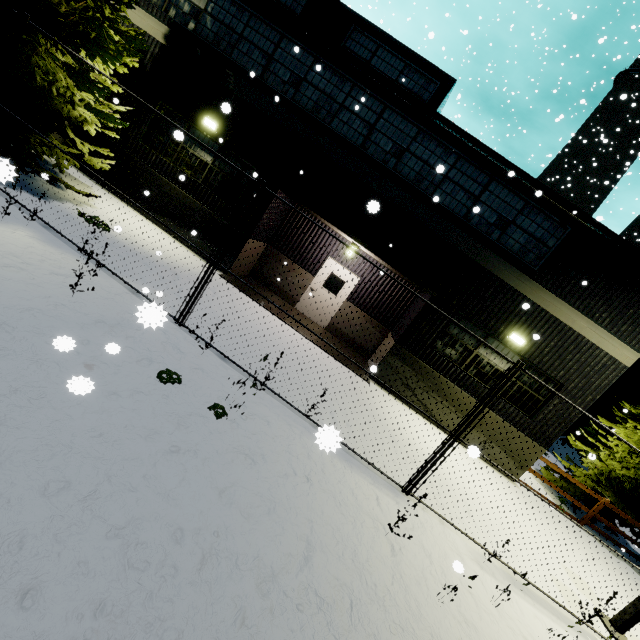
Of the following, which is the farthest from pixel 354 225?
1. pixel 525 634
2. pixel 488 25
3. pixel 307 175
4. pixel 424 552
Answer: pixel 488 25

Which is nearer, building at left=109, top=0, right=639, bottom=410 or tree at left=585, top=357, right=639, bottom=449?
building at left=109, top=0, right=639, bottom=410

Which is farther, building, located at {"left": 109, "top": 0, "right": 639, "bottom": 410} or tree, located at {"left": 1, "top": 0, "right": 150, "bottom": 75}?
building, located at {"left": 109, "top": 0, "right": 639, "bottom": 410}

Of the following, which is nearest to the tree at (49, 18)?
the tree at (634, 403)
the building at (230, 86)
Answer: the building at (230, 86)

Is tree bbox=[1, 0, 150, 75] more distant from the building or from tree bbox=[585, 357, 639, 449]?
tree bbox=[585, 357, 639, 449]

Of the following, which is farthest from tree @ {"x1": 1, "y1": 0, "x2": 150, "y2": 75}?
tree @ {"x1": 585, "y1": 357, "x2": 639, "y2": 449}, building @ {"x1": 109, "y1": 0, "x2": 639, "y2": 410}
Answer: tree @ {"x1": 585, "y1": 357, "x2": 639, "y2": 449}

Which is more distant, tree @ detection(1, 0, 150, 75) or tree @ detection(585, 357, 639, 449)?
tree @ detection(585, 357, 639, 449)

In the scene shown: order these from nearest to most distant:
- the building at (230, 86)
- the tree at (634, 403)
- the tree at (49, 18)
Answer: the tree at (49, 18) → the building at (230, 86) → the tree at (634, 403)
